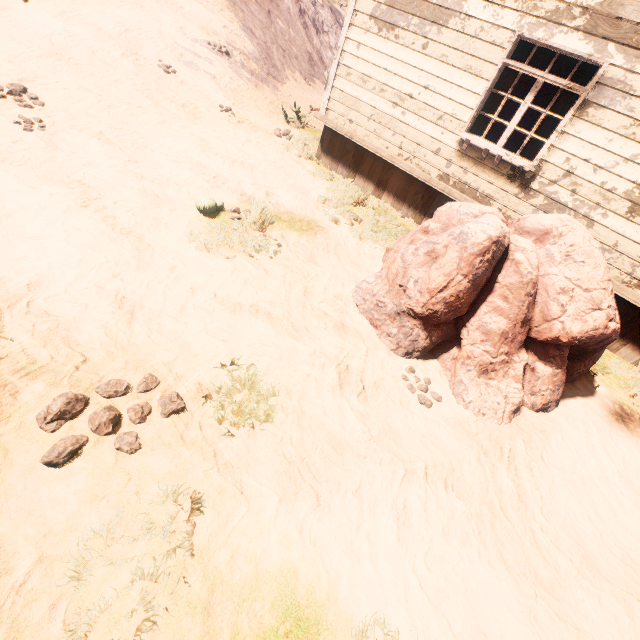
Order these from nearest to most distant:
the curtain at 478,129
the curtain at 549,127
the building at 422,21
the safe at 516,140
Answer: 1. the building at 422,21
2. the curtain at 549,127
3. the curtain at 478,129
4. the safe at 516,140

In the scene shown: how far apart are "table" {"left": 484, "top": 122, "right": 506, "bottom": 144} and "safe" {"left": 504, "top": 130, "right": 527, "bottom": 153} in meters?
2.8

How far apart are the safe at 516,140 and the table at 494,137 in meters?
2.8

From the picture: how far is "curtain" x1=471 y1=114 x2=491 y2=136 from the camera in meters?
5.7 m

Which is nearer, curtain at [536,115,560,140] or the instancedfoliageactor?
the instancedfoliageactor

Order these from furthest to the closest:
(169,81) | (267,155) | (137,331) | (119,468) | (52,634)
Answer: (169,81), (267,155), (137,331), (119,468), (52,634)

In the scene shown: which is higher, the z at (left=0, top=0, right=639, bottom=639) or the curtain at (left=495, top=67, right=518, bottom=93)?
the curtain at (left=495, top=67, right=518, bottom=93)

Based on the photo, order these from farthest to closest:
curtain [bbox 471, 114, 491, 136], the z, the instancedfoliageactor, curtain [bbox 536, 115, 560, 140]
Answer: curtain [bbox 471, 114, 491, 136], curtain [bbox 536, 115, 560, 140], the instancedfoliageactor, the z
